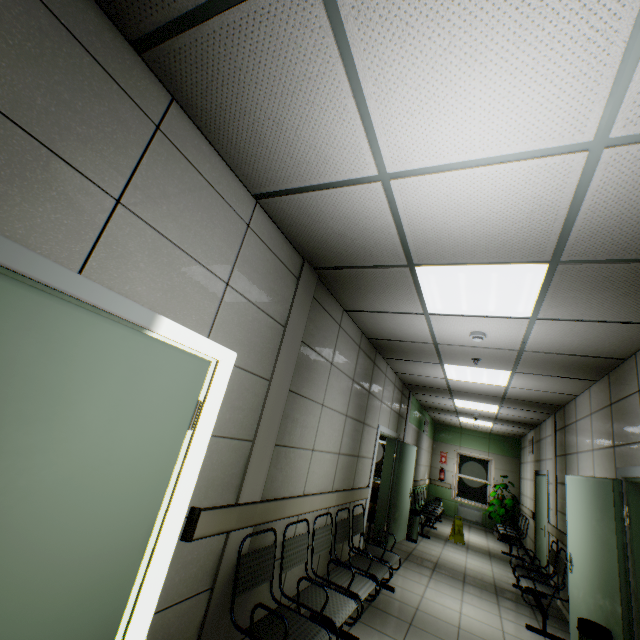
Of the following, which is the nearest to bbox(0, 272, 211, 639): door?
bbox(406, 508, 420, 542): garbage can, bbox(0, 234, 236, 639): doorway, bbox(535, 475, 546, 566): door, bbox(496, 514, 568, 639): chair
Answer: bbox(0, 234, 236, 639): doorway

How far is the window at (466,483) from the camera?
11.6m

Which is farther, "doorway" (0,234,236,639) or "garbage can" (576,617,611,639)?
"garbage can" (576,617,611,639)

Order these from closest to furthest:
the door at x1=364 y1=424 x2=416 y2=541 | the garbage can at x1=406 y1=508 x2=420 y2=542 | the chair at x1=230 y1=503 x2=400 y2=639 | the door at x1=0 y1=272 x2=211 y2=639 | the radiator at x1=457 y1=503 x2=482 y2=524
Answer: the door at x1=0 y1=272 x2=211 y2=639, the chair at x1=230 y1=503 x2=400 y2=639, the door at x1=364 y1=424 x2=416 y2=541, the garbage can at x1=406 y1=508 x2=420 y2=542, the radiator at x1=457 y1=503 x2=482 y2=524

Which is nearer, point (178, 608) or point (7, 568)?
point (7, 568)

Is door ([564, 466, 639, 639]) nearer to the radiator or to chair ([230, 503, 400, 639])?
chair ([230, 503, 400, 639])

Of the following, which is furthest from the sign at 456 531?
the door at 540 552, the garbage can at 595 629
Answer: the garbage can at 595 629

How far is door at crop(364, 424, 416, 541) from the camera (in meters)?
5.96
